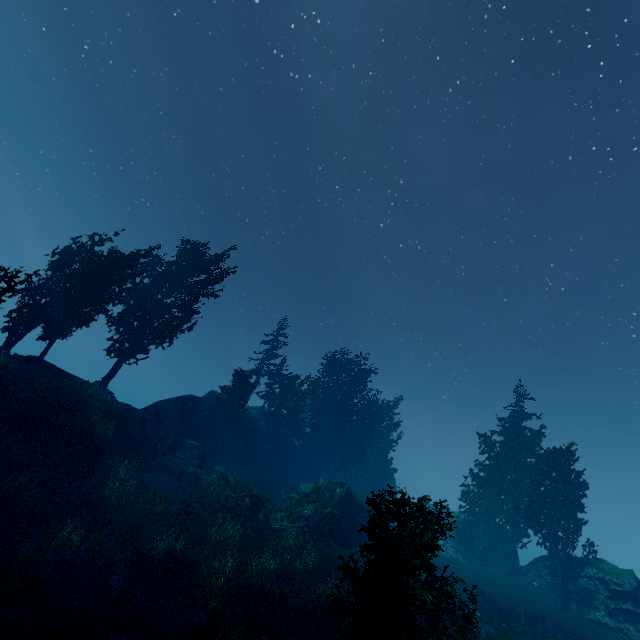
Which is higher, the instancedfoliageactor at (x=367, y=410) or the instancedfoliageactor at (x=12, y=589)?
the instancedfoliageactor at (x=367, y=410)

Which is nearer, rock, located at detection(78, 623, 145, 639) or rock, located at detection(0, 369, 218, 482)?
rock, located at detection(78, 623, 145, 639)

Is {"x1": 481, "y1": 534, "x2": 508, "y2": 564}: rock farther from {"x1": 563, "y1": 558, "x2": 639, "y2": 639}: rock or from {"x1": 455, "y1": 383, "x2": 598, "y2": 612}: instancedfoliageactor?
{"x1": 563, "y1": 558, "x2": 639, "y2": 639}: rock

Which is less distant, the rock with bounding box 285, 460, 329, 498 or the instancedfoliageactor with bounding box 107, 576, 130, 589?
the instancedfoliageactor with bounding box 107, 576, 130, 589

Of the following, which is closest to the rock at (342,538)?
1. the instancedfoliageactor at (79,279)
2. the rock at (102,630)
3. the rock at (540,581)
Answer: the instancedfoliageactor at (79,279)

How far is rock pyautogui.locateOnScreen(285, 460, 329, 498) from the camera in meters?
31.2

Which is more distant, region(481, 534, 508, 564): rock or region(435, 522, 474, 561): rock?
region(481, 534, 508, 564): rock

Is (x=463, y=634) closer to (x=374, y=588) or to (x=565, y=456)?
(x=374, y=588)
